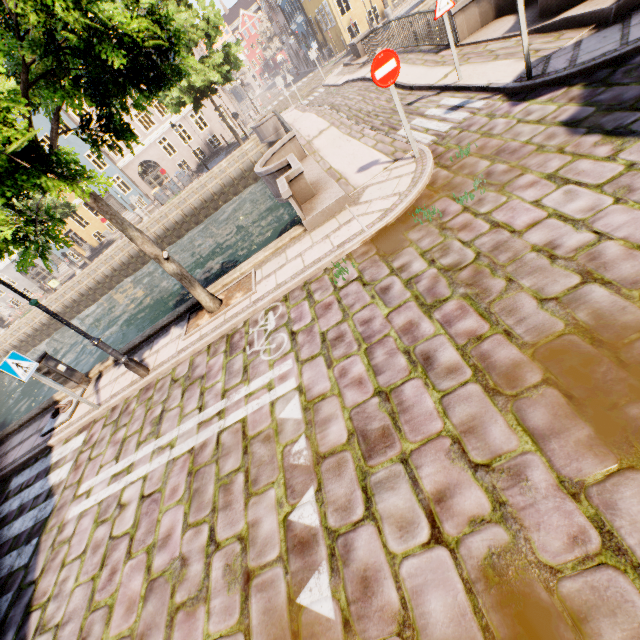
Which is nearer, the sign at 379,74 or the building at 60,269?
the sign at 379,74

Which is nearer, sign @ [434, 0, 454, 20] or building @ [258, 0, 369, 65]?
sign @ [434, 0, 454, 20]

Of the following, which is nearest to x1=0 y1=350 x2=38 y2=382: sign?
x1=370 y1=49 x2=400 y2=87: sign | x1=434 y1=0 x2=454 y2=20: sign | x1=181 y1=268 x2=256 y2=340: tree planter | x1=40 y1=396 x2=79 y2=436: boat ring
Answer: x1=40 y1=396 x2=79 y2=436: boat ring

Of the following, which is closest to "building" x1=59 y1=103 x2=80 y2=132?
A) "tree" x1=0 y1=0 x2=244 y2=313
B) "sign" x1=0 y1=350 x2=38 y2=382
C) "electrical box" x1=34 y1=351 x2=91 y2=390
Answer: "tree" x1=0 y1=0 x2=244 y2=313

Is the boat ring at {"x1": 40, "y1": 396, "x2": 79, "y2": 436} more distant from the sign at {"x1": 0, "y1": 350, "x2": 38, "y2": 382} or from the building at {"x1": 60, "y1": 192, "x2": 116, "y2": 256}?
the building at {"x1": 60, "y1": 192, "x2": 116, "y2": 256}

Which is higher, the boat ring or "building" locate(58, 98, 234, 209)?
"building" locate(58, 98, 234, 209)

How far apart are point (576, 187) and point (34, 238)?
7.7 meters

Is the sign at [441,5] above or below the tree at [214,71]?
below
